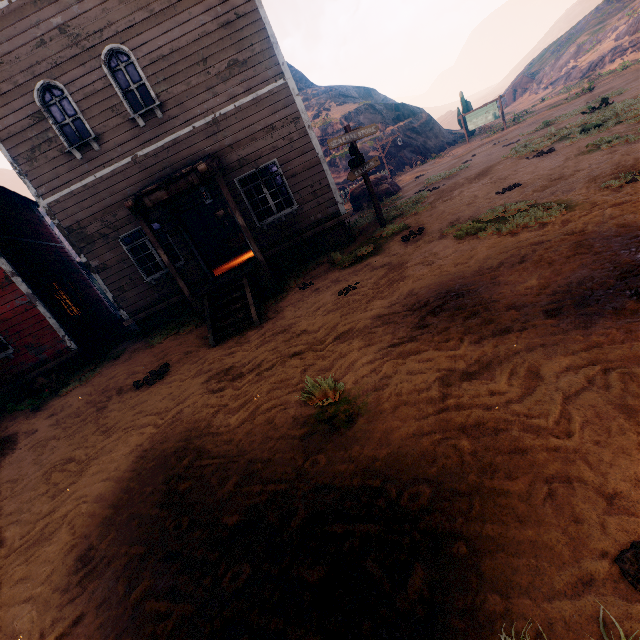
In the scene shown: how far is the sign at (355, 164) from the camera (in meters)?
9.54

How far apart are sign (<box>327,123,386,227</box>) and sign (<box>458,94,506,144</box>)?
19.2 meters

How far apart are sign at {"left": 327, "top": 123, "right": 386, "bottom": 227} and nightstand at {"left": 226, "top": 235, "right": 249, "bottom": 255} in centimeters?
721cm

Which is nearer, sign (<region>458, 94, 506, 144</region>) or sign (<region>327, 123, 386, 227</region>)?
sign (<region>327, 123, 386, 227</region>)

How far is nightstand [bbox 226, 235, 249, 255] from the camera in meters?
15.9

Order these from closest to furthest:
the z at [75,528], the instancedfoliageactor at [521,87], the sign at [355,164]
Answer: the z at [75,528]
the sign at [355,164]
the instancedfoliageactor at [521,87]

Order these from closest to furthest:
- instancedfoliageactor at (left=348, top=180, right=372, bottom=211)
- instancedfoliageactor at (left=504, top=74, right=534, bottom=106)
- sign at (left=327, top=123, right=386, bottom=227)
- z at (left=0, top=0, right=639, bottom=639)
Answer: z at (left=0, top=0, right=639, bottom=639)
sign at (left=327, top=123, right=386, bottom=227)
instancedfoliageactor at (left=348, top=180, right=372, bottom=211)
instancedfoliageactor at (left=504, top=74, right=534, bottom=106)

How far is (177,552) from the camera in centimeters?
272cm
